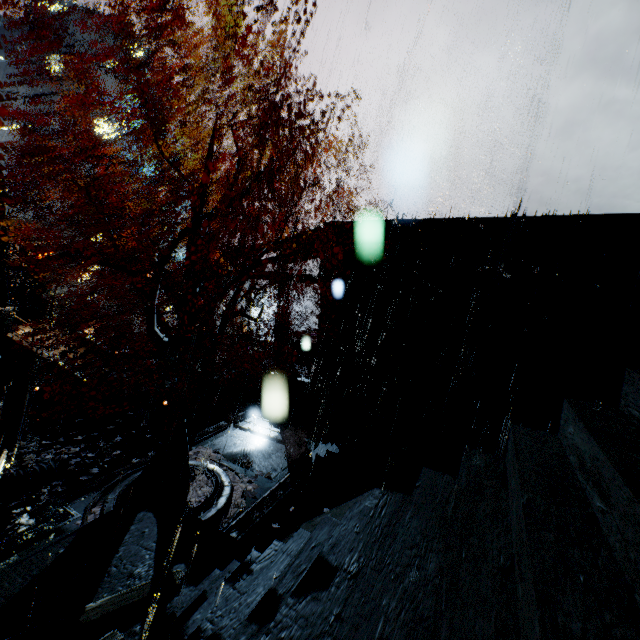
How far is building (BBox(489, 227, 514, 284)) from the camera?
13.23m

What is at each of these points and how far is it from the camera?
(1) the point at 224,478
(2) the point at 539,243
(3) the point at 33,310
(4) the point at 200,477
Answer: (1) building vent, 11.12m
(2) building, 12.74m
(3) building, 20.88m
(4) leaves, 10.98m

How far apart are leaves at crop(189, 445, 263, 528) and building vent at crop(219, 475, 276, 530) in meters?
0.0

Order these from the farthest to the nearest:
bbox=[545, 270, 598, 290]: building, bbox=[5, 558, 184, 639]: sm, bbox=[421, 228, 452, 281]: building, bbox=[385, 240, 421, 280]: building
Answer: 1. bbox=[385, 240, 421, 280]: building
2. bbox=[421, 228, 452, 281]: building
3. bbox=[545, 270, 598, 290]: building
4. bbox=[5, 558, 184, 639]: sm

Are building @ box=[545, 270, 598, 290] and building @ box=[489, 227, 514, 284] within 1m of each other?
no

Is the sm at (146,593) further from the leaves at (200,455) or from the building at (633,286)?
the building at (633,286)

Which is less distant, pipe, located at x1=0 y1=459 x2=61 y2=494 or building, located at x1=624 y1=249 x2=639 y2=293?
pipe, located at x1=0 y1=459 x2=61 y2=494

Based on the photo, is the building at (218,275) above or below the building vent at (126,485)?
above
